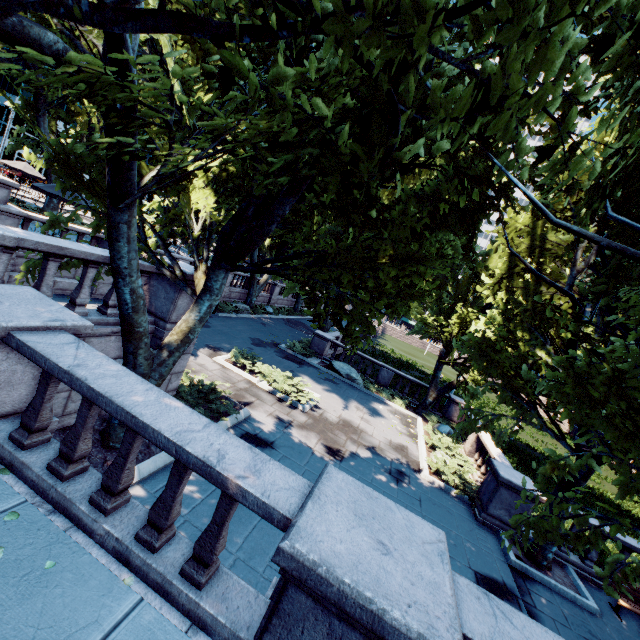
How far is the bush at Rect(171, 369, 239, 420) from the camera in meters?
9.5 m

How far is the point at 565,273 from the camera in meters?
8.8

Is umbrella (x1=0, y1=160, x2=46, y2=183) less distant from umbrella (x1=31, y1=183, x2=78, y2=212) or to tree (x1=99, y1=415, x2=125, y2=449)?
tree (x1=99, y1=415, x2=125, y2=449)

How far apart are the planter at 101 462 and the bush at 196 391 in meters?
0.0 m

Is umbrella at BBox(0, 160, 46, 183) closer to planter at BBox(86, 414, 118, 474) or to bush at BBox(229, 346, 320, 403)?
bush at BBox(229, 346, 320, 403)

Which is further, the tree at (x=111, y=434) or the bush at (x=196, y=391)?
the bush at (x=196, y=391)

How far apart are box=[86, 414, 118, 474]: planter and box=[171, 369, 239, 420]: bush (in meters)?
0.01

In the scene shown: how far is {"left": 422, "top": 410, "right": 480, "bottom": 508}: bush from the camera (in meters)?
11.98
